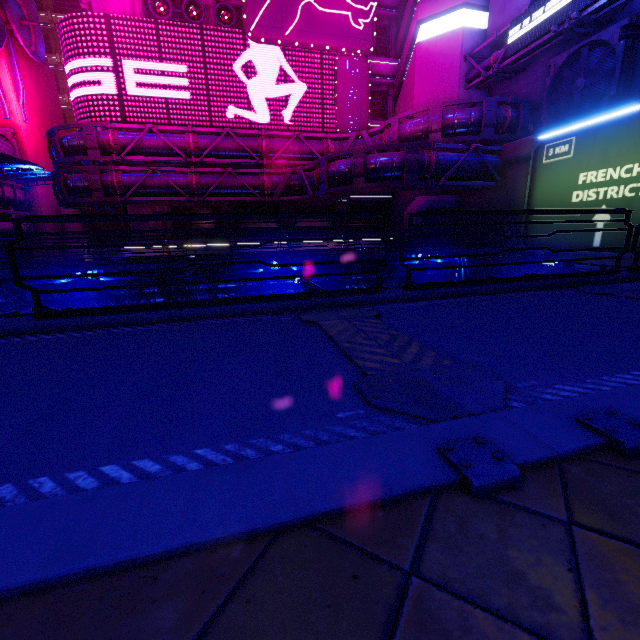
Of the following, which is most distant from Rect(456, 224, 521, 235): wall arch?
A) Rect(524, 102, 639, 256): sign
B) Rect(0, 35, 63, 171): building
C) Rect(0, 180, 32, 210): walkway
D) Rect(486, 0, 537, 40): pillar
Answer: Rect(0, 35, 63, 171): building

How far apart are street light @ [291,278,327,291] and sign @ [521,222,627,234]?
13.7 meters

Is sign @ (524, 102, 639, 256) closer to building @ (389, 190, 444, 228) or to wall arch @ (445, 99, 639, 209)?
wall arch @ (445, 99, 639, 209)

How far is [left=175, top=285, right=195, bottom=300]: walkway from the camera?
16.0m

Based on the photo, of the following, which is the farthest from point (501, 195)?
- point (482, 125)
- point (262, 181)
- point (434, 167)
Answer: point (262, 181)

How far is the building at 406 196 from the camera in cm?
2589

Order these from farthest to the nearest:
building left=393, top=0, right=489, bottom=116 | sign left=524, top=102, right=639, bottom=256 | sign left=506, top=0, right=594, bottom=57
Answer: building left=393, top=0, right=489, bottom=116 < sign left=506, top=0, right=594, bottom=57 < sign left=524, top=102, right=639, bottom=256

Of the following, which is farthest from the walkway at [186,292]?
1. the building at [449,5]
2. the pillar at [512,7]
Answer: the pillar at [512,7]
